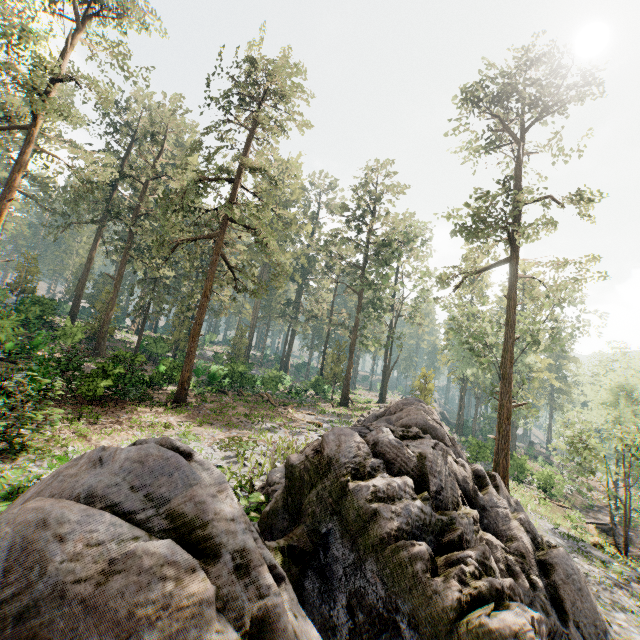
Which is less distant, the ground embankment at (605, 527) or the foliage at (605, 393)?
the foliage at (605, 393)

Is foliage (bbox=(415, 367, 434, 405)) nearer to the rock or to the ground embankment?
the rock

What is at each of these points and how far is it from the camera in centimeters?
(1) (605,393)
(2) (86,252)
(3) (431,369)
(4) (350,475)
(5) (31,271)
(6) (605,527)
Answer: (1) foliage, 3744cm
(2) foliage, 4041cm
(3) foliage, 3566cm
(4) rock, 635cm
(5) foliage, 3562cm
(6) ground embankment, 2897cm

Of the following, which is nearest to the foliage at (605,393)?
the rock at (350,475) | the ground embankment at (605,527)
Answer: the rock at (350,475)

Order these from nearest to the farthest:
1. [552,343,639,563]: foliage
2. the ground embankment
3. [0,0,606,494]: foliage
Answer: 1. [552,343,639,563]: foliage
2. [0,0,606,494]: foliage
3. the ground embankment

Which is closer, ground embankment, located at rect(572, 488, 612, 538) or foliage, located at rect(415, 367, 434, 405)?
ground embankment, located at rect(572, 488, 612, 538)
